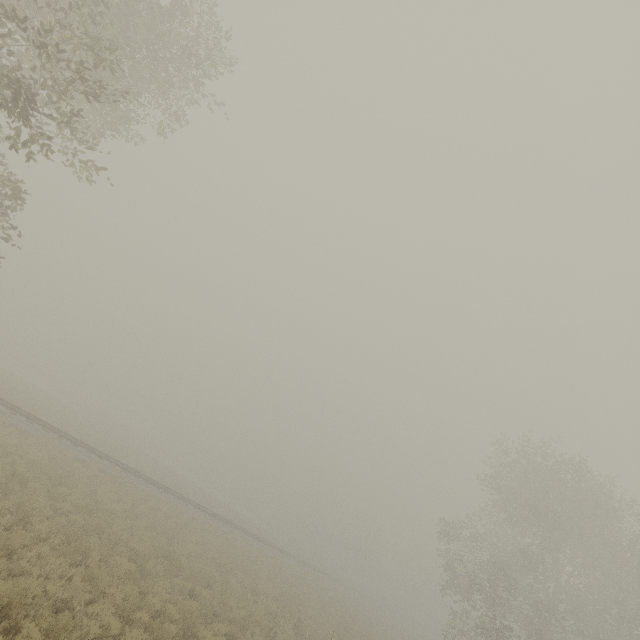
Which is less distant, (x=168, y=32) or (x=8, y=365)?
(x=168, y=32)
